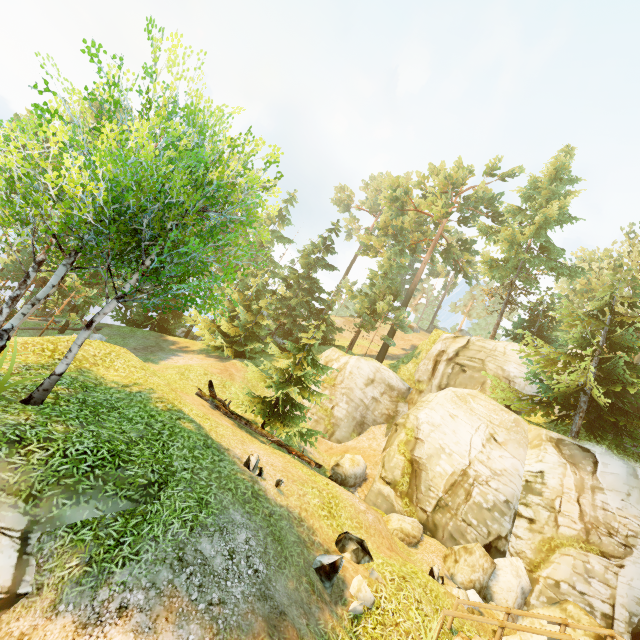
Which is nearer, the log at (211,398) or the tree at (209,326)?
the tree at (209,326)

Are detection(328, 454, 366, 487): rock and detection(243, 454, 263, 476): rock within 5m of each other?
no

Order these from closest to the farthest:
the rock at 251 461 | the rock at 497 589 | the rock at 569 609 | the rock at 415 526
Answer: the rock at 251 461
the rock at 569 609
the rock at 497 589
the rock at 415 526

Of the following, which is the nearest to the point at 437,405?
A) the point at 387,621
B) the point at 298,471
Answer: the point at 298,471

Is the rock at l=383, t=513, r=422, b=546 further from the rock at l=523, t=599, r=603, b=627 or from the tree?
the tree

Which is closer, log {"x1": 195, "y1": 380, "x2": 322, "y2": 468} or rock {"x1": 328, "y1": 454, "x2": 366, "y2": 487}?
log {"x1": 195, "y1": 380, "x2": 322, "y2": 468}

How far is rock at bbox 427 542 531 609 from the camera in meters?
11.3

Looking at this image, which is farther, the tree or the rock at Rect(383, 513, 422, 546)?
the rock at Rect(383, 513, 422, 546)
